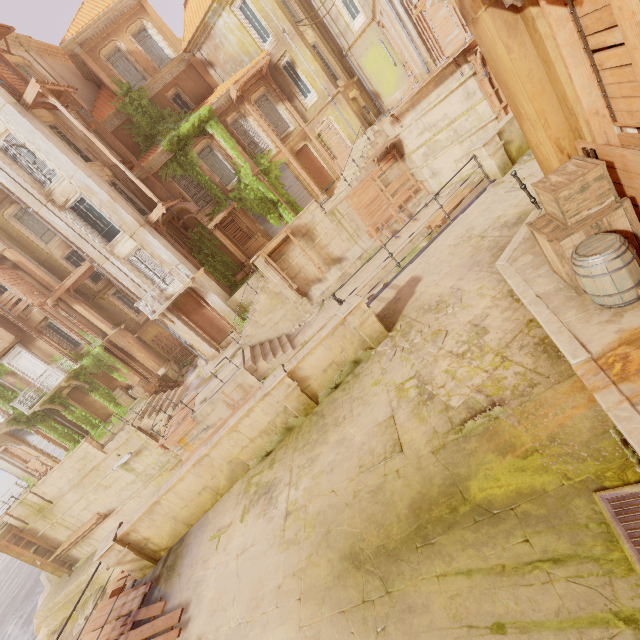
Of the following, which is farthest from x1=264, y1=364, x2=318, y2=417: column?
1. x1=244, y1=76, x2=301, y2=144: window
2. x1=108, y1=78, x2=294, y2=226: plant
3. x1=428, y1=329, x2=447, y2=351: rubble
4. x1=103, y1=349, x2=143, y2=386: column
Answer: x1=103, y1=349, x2=143, y2=386: column

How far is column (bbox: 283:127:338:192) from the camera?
22.1 meters

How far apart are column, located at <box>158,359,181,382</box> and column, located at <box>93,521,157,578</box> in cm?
1688

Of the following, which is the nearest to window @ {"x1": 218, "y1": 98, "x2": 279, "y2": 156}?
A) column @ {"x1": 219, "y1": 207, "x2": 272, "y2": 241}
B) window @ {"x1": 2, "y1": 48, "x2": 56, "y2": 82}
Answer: column @ {"x1": 219, "y1": 207, "x2": 272, "y2": 241}

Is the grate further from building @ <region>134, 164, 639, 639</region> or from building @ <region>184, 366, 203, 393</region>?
building @ <region>184, 366, 203, 393</region>

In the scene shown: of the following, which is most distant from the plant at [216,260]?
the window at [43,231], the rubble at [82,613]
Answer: the rubble at [82,613]

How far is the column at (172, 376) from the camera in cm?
2331

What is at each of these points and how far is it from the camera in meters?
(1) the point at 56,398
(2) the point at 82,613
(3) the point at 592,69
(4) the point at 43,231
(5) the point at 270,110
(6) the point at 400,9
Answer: (1) plant, 22.4
(2) rubble, 19.2
(3) wood, 3.7
(4) window, 22.3
(5) window, 21.8
(6) column, 15.3
